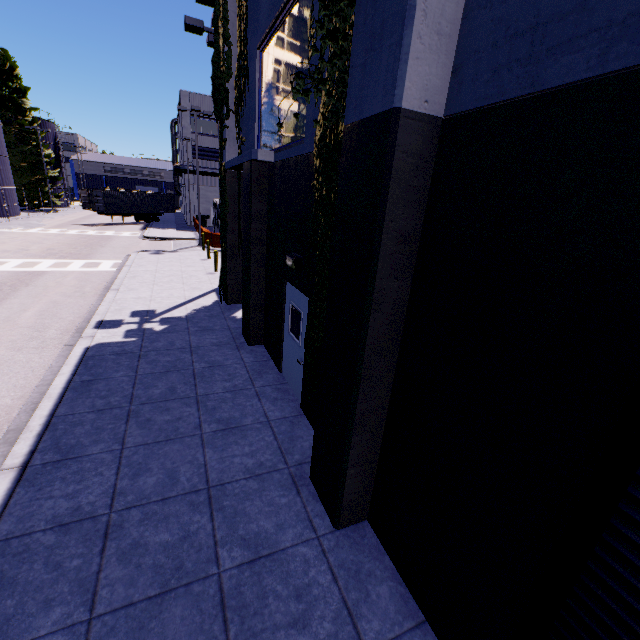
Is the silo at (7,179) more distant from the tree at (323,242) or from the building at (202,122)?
the tree at (323,242)

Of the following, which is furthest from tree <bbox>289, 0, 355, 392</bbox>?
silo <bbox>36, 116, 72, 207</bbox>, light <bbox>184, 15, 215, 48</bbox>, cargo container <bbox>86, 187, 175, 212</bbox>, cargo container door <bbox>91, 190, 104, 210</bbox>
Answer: cargo container door <bbox>91, 190, 104, 210</bbox>

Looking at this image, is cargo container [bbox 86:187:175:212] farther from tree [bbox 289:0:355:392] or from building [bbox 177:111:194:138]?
tree [bbox 289:0:355:392]

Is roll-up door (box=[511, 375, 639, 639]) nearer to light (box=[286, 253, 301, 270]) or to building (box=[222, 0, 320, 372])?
building (box=[222, 0, 320, 372])

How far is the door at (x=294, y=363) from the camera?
6.55m

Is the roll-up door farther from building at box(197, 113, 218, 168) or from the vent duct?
the vent duct

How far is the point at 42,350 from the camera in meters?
8.7

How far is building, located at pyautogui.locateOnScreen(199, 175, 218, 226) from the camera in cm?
4116
